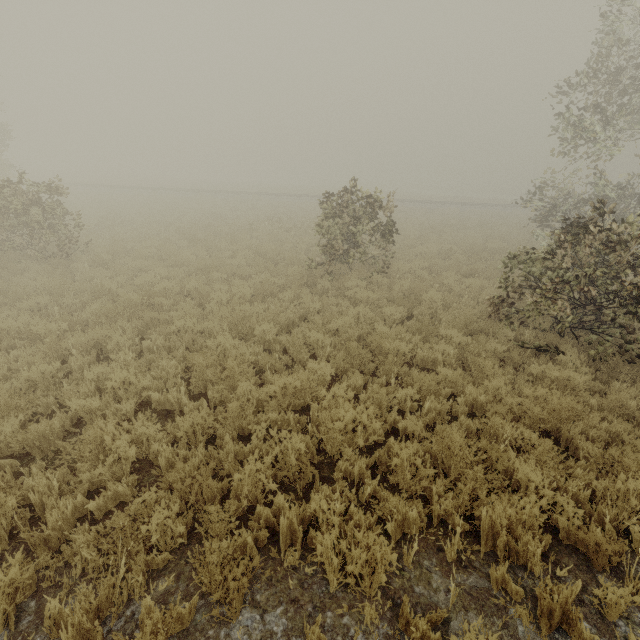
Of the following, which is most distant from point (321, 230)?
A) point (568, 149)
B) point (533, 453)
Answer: point (568, 149)
